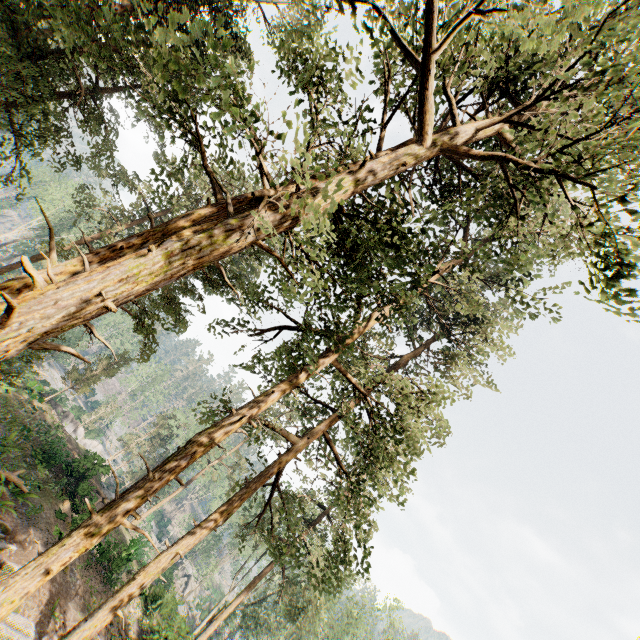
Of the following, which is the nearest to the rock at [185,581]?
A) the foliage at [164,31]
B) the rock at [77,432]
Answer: the foliage at [164,31]

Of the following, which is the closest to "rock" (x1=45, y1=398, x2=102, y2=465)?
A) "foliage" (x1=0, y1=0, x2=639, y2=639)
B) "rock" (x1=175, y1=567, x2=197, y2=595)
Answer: "foliage" (x1=0, y1=0, x2=639, y2=639)

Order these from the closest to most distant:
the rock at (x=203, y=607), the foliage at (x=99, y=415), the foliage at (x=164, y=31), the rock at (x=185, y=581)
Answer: the foliage at (x=164, y=31), the rock at (x=203, y=607), the foliage at (x=99, y=415), the rock at (x=185, y=581)

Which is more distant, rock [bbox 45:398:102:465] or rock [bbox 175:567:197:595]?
rock [bbox 175:567:197:595]

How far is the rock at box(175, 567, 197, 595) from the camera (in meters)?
54.19

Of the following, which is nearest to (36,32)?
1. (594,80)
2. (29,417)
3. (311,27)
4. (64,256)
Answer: (64,256)
